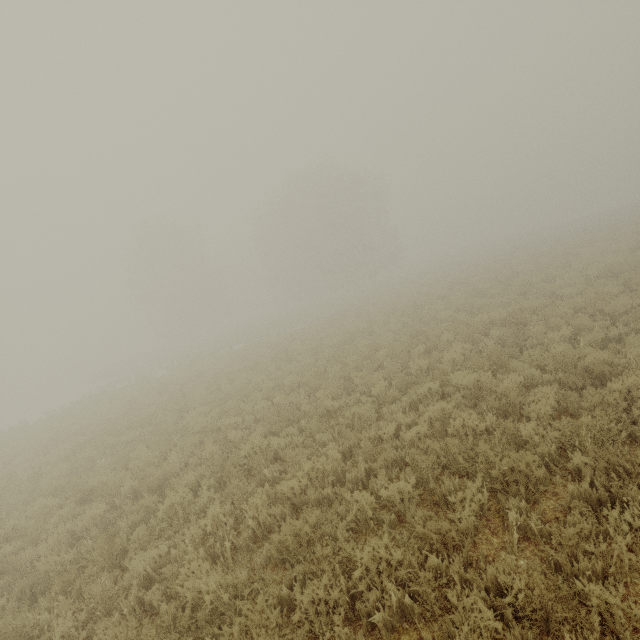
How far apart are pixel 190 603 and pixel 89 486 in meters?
6.6 m
